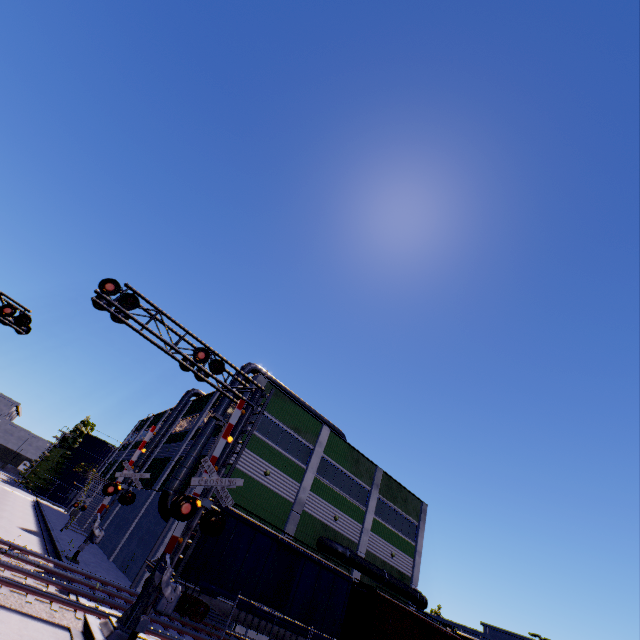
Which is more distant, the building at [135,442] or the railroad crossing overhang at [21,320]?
the building at [135,442]

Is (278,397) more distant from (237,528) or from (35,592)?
(35,592)

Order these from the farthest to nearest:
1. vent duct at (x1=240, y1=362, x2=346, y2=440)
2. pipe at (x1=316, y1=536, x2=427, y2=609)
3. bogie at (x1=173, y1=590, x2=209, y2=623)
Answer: vent duct at (x1=240, y1=362, x2=346, y2=440), pipe at (x1=316, y1=536, x2=427, y2=609), bogie at (x1=173, y1=590, x2=209, y2=623)

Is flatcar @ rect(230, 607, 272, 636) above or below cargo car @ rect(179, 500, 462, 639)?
below

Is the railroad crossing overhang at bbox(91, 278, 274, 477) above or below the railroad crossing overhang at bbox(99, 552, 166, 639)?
above

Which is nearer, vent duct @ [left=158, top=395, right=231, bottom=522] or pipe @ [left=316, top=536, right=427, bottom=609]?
vent duct @ [left=158, top=395, right=231, bottom=522]

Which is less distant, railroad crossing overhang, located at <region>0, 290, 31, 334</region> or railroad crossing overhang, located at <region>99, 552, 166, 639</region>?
railroad crossing overhang, located at <region>99, 552, 166, 639</region>

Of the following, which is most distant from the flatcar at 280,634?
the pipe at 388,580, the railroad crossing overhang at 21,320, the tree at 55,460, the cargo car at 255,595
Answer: the tree at 55,460
